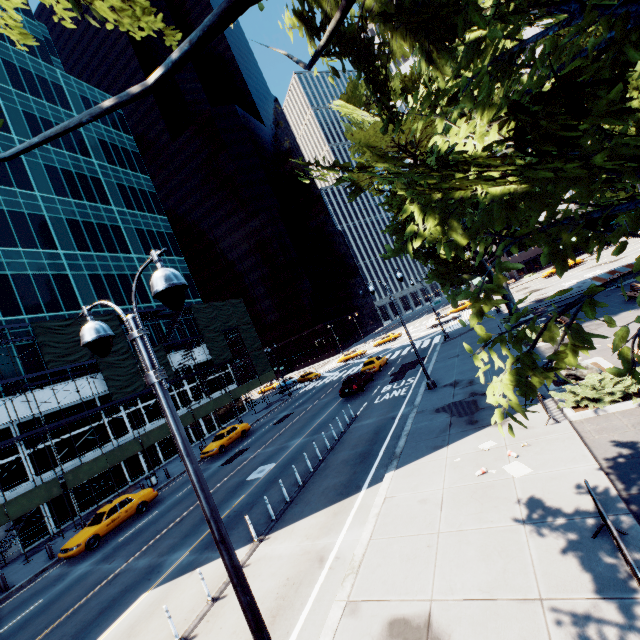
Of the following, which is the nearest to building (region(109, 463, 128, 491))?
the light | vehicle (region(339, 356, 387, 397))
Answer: vehicle (region(339, 356, 387, 397))

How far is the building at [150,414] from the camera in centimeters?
3328cm

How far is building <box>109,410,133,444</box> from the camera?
30.64m

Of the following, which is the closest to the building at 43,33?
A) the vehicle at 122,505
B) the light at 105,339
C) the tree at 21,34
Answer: the vehicle at 122,505

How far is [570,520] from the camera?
6.5m

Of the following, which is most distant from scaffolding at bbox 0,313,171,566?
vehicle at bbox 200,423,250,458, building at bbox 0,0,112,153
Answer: vehicle at bbox 200,423,250,458

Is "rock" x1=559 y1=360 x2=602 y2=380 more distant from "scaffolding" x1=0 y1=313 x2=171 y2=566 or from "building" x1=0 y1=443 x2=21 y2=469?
"building" x1=0 y1=443 x2=21 y2=469

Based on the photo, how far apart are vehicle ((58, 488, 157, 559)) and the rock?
23.9 meters
